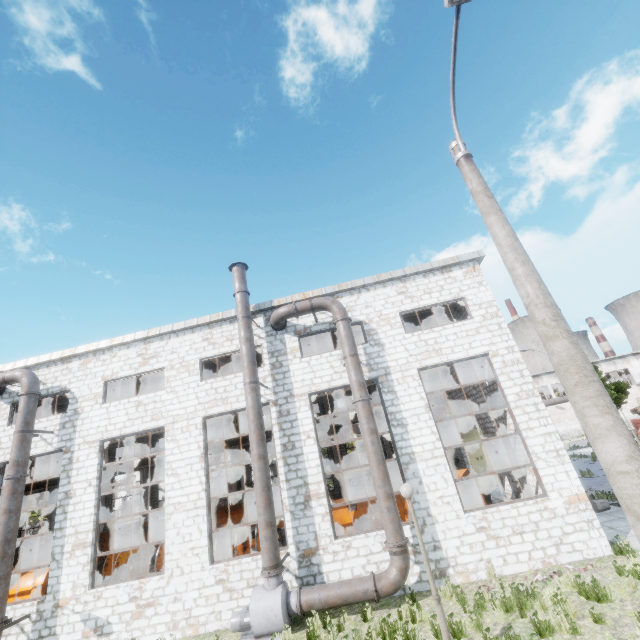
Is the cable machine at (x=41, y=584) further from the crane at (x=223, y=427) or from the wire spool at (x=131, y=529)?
the crane at (x=223, y=427)

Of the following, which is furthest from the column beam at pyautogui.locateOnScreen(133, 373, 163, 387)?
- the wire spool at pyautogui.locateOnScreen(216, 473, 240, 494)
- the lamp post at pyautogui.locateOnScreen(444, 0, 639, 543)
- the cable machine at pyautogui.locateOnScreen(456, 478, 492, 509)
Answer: the lamp post at pyautogui.locateOnScreen(444, 0, 639, 543)

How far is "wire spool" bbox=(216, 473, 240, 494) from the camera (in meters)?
22.89

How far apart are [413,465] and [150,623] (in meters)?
10.40

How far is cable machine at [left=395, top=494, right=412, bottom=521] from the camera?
13.2 meters

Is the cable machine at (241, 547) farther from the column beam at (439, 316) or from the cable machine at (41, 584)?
the column beam at (439, 316)

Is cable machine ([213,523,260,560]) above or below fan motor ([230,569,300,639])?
above

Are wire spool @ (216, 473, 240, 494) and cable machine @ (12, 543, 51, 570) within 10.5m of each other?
no
